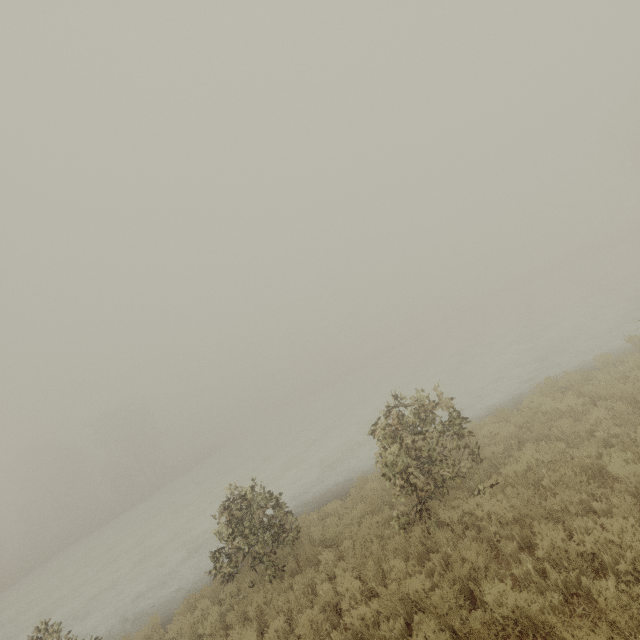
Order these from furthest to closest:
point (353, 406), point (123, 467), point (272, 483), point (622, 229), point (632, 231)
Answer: point (622, 229)
point (123, 467)
point (632, 231)
point (353, 406)
point (272, 483)
